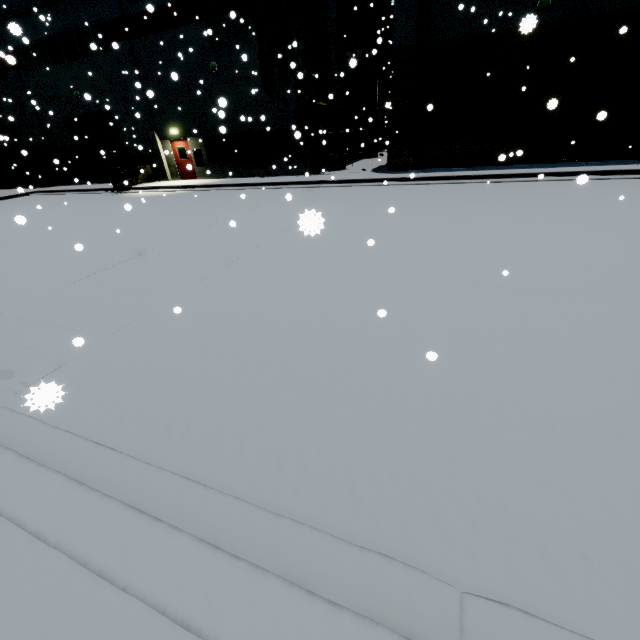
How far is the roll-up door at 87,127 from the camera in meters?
22.1

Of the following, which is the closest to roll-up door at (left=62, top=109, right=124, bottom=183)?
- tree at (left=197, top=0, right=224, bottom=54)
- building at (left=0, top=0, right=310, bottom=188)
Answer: building at (left=0, top=0, right=310, bottom=188)

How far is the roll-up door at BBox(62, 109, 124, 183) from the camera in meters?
22.1 m

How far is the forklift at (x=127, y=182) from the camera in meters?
19.9 m

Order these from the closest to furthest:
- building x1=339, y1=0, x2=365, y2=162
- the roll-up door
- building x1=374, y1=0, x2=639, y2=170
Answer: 1. building x1=374, y1=0, x2=639, y2=170
2. building x1=339, y1=0, x2=365, y2=162
3. the roll-up door

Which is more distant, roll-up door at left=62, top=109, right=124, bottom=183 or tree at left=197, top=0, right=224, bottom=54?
roll-up door at left=62, top=109, right=124, bottom=183

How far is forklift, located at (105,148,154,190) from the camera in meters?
19.9 m

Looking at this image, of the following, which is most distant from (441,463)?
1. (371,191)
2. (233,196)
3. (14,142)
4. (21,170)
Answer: (21,170)
